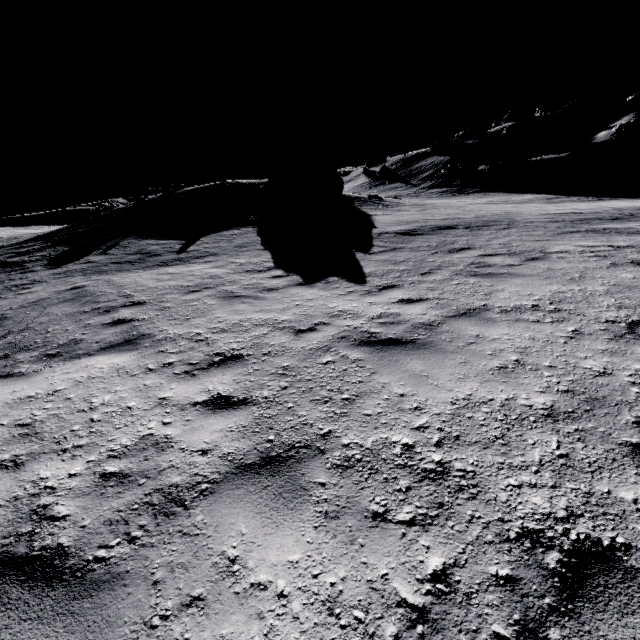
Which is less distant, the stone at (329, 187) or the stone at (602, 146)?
the stone at (329, 187)

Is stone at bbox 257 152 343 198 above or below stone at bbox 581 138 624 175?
above

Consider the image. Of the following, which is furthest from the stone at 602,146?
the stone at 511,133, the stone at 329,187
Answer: the stone at 329,187

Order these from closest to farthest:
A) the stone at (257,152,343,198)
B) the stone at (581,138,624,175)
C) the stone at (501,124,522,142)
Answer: the stone at (257,152,343,198), the stone at (581,138,624,175), the stone at (501,124,522,142)

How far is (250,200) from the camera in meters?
22.6 m

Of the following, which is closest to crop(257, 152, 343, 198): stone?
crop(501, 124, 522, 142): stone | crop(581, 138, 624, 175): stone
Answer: crop(581, 138, 624, 175): stone

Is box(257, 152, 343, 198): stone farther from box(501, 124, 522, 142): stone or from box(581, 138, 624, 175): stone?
box(501, 124, 522, 142): stone
